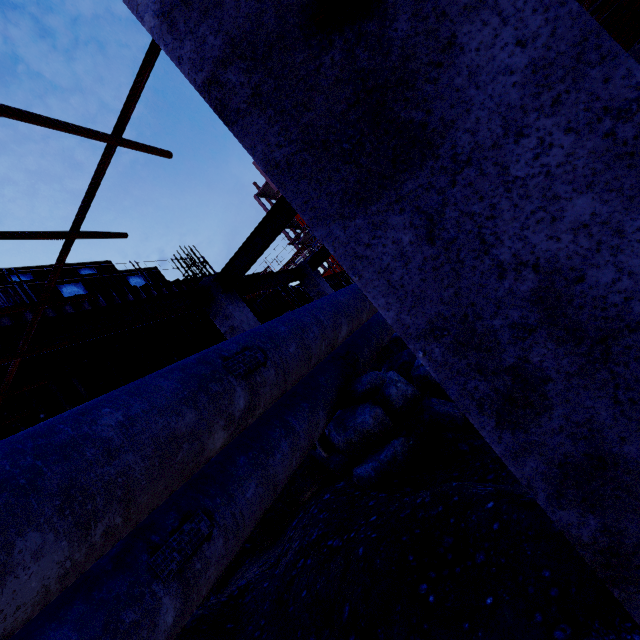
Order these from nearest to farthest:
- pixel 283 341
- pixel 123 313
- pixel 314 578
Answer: pixel 314 578
pixel 283 341
pixel 123 313

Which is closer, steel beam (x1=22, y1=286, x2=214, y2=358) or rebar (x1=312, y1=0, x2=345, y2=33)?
rebar (x1=312, y1=0, x2=345, y2=33)

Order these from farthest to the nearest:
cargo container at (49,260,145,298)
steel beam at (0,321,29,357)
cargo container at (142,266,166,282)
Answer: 1. cargo container at (142,266,166,282)
2. cargo container at (49,260,145,298)
3. steel beam at (0,321,29,357)

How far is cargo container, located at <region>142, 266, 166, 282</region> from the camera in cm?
1606

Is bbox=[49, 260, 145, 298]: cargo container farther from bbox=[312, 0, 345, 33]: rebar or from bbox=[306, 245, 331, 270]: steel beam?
bbox=[312, 0, 345, 33]: rebar

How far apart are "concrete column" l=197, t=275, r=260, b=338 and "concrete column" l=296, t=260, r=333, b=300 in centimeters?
432cm

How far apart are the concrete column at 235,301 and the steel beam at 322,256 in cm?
449

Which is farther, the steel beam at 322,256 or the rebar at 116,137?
the steel beam at 322,256
